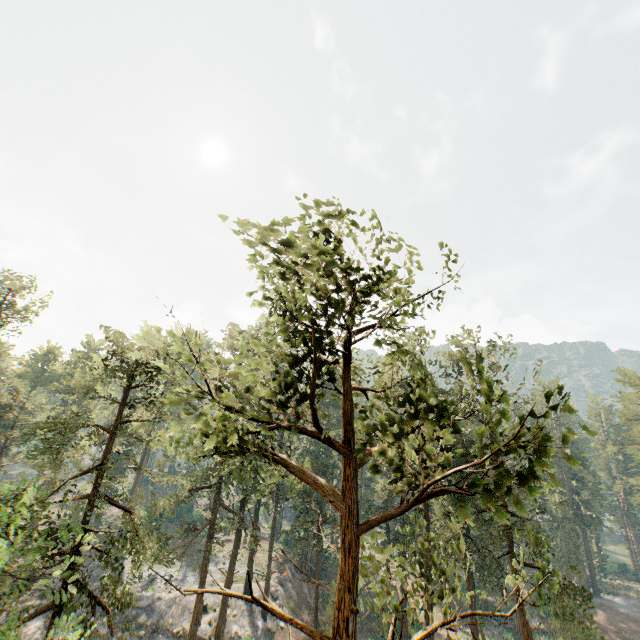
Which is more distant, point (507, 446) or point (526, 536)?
point (526, 536)

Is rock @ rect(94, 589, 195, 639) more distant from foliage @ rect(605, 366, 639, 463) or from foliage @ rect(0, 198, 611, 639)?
foliage @ rect(605, 366, 639, 463)

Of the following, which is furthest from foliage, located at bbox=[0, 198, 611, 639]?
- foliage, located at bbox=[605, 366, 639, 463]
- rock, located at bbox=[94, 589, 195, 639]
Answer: foliage, located at bbox=[605, 366, 639, 463]

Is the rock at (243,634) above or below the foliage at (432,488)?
below

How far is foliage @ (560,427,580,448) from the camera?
4.4m

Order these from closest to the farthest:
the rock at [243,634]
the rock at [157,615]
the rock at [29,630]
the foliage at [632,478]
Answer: the rock at [29,630], the rock at [157,615], the rock at [243,634], the foliage at [632,478]

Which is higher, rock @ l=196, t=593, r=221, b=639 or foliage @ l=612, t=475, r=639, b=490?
foliage @ l=612, t=475, r=639, b=490
